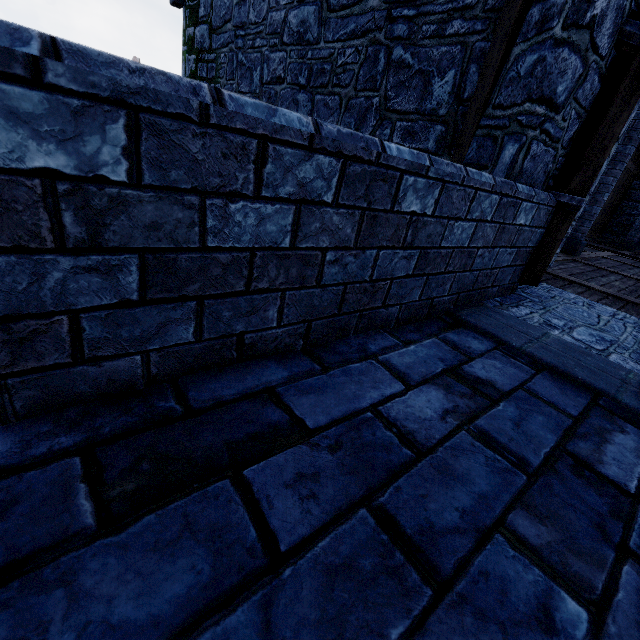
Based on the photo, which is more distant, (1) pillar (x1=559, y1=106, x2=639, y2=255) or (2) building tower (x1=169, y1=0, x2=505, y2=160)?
(1) pillar (x1=559, y1=106, x2=639, y2=255)

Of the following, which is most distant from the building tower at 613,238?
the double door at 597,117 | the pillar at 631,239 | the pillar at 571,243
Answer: the pillar at 571,243

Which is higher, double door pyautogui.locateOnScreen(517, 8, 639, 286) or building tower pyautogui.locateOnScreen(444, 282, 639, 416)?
double door pyautogui.locateOnScreen(517, 8, 639, 286)

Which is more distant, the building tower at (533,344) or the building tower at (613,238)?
the building tower at (613,238)

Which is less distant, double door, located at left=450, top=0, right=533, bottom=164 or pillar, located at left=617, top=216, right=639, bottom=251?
double door, located at left=450, top=0, right=533, bottom=164

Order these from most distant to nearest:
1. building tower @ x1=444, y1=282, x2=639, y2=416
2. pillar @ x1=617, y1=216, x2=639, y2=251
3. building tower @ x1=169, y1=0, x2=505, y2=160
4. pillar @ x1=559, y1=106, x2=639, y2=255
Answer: pillar @ x1=617, y1=216, x2=639, y2=251
pillar @ x1=559, y1=106, x2=639, y2=255
building tower @ x1=169, y1=0, x2=505, y2=160
building tower @ x1=444, y1=282, x2=639, y2=416

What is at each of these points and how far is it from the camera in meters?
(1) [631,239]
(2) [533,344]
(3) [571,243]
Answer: (1) pillar, 12.9 m
(2) building tower, 2.3 m
(3) pillar, 7.5 m

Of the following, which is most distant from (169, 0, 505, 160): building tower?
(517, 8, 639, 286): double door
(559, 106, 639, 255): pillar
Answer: (559, 106, 639, 255): pillar
